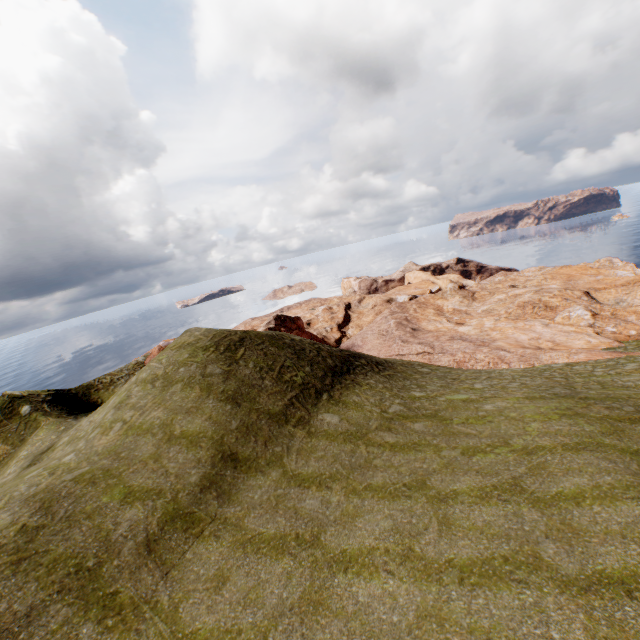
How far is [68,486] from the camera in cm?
1305
